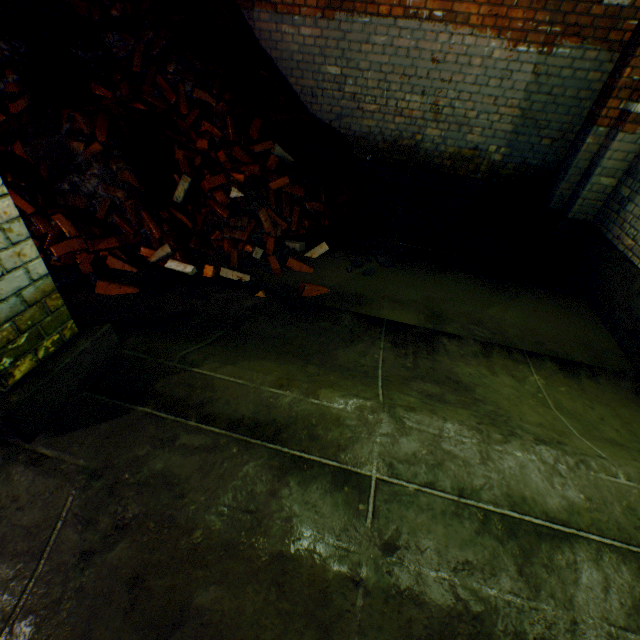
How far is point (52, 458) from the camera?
1.5 meters

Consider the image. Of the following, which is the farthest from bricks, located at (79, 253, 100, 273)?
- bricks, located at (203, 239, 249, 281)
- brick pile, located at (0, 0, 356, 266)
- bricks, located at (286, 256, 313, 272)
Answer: bricks, located at (286, 256, 313, 272)

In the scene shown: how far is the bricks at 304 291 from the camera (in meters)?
3.31

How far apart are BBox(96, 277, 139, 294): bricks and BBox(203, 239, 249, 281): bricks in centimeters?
65cm

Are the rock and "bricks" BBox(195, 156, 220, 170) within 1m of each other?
no

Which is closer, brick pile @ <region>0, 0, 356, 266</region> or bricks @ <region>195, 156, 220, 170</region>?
brick pile @ <region>0, 0, 356, 266</region>

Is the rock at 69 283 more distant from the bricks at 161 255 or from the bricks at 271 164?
the bricks at 271 164

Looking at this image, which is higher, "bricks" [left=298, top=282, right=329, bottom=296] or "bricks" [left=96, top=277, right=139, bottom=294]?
"bricks" [left=96, top=277, right=139, bottom=294]
